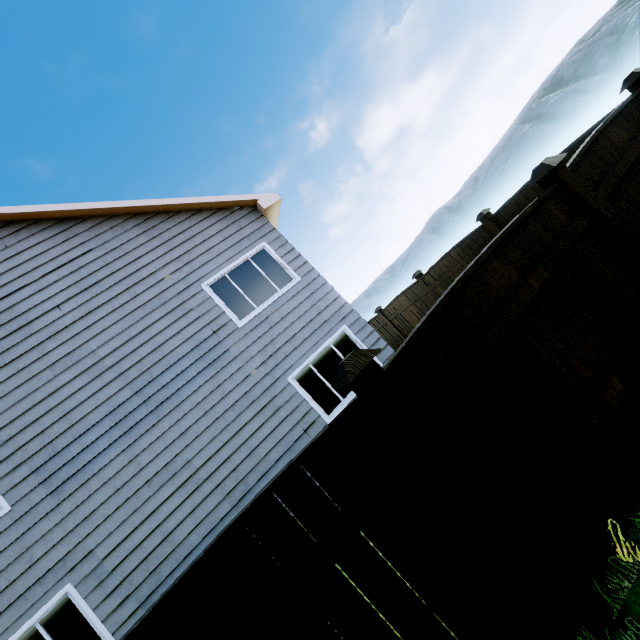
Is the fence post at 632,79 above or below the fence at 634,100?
above

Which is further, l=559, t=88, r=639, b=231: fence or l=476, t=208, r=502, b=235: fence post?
l=476, t=208, r=502, b=235: fence post

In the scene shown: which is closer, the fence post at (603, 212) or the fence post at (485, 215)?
the fence post at (603, 212)

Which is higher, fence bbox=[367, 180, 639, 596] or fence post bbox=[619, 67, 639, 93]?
fence post bbox=[619, 67, 639, 93]

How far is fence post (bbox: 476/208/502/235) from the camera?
7.28m

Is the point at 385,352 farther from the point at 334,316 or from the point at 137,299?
the point at 137,299

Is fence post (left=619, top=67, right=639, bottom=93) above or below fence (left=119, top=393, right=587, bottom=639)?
above

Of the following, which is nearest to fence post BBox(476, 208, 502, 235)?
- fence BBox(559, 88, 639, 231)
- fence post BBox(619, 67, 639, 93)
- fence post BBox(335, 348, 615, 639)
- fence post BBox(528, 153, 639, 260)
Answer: fence BBox(559, 88, 639, 231)
